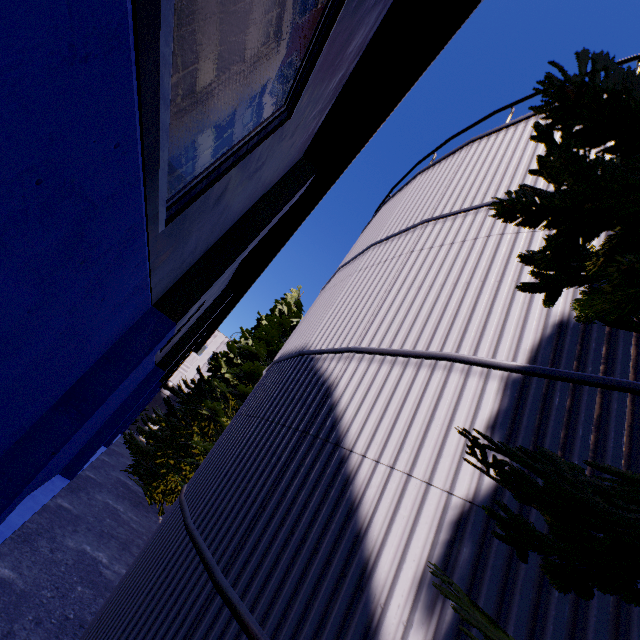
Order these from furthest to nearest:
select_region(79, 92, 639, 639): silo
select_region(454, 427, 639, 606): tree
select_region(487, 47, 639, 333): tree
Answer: select_region(79, 92, 639, 639): silo, select_region(454, 427, 639, 606): tree, select_region(487, 47, 639, 333): tree

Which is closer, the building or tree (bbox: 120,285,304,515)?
the building

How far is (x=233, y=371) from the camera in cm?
1798

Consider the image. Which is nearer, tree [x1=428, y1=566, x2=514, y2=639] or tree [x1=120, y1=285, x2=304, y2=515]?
tree [x1=428, y1=566, x2=514, y2=639]

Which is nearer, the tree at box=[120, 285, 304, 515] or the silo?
the silo

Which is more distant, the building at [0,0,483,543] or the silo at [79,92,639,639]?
the silo at [79,92,639,639]

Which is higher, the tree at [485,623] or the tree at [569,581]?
the tree at [569,581]

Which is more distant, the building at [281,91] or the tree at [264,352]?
the tree at [264,352]
